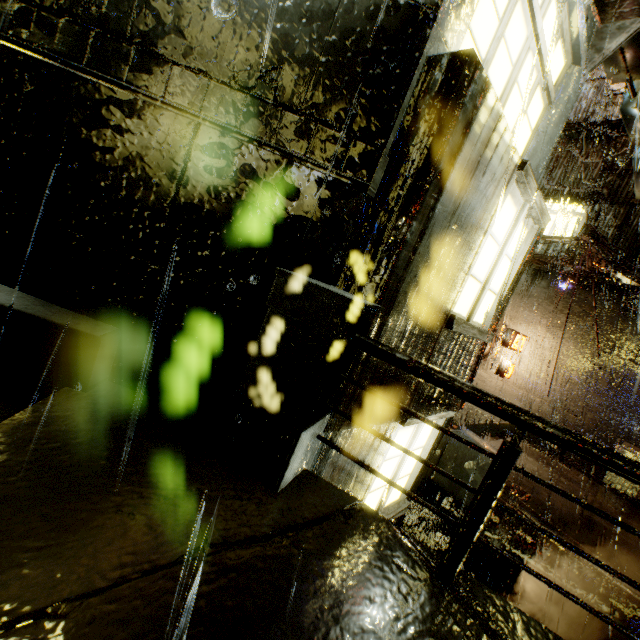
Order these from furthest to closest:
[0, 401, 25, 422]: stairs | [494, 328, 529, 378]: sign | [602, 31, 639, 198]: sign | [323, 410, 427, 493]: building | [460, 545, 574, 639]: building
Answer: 1. [494, 328, 529, 378]: sign
2. [460, 545, 574, 639]: building
3. [602, 31, 639, 198]: sign
4. [323, 410, 427, 493]: building
5. [0, 401, 25, 422]: stairs

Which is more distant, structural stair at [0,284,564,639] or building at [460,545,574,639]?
building at [460,545,574,639]

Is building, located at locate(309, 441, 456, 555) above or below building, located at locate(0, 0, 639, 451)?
below

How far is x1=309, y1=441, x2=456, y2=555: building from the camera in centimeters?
305cm

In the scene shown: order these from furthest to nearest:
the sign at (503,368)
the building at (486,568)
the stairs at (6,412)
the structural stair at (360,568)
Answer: the sign at (503,368)
the building at (486,568)
the stairs at (6,412)
the structural stair at (360,568)

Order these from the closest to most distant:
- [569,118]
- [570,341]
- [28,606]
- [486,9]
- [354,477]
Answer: [28,606]
[486,9]
[354,477]
[570,341]
[569,118]

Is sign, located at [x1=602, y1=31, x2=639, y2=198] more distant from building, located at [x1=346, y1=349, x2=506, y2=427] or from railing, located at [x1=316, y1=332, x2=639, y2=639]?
railing, located at [x1=316, y1=332, x2=639, y2=639]

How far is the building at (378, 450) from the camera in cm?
289
